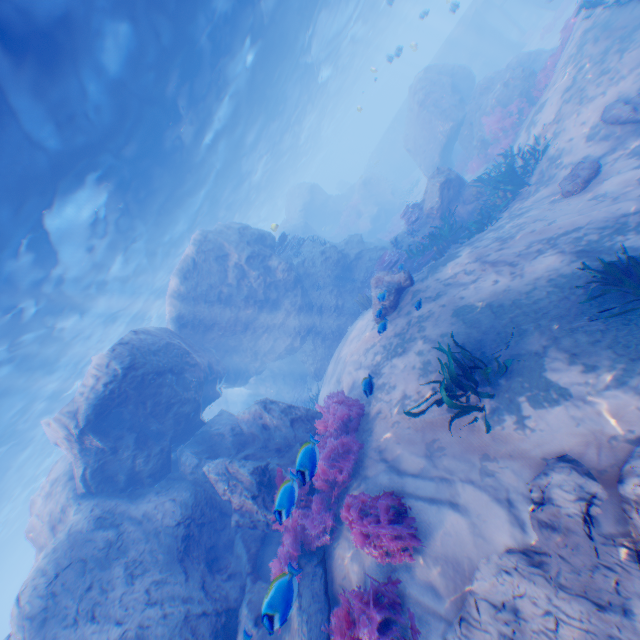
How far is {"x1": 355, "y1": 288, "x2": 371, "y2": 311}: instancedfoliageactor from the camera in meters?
14.0

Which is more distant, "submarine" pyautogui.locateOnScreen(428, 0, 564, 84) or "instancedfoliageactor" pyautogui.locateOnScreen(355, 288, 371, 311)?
"submarine" pyautogui.locateOnScreen(428, 0, 564, 84)

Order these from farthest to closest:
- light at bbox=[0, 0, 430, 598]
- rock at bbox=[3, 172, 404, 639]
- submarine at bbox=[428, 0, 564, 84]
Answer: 1. submarine at bbox=[428, 0, 564, 84]
2. light at bbox=[0, 0, 430, 598]
3. rock at bbox=[3, 172, 404, 639]

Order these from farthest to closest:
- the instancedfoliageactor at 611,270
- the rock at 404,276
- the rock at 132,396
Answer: the rock at 404,276 → the rock at 132,396 → the instancedfoliageactor at 611,270

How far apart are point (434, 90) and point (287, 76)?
9.7 meters

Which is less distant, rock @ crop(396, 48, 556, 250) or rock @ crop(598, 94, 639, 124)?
rock @ crop(598, 94, 639, 124)

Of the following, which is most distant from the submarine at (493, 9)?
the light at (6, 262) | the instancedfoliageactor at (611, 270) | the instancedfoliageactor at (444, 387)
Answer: the instancedfoliageactor at (444, 387)

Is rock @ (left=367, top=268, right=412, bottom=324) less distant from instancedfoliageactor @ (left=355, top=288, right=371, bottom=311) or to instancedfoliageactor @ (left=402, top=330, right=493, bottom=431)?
instancedfoliageactor @ (left=355, top=288, right=371, bottom=311)
